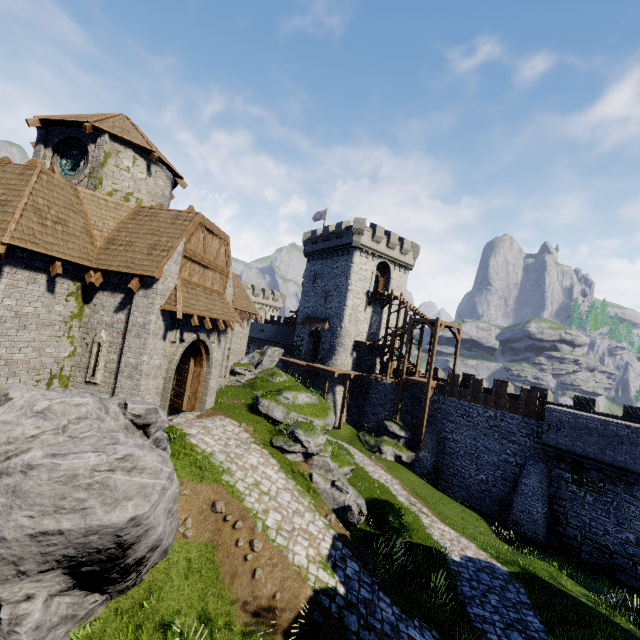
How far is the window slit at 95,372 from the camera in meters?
Answer: 11.9 m

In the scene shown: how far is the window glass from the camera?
13.9 meters

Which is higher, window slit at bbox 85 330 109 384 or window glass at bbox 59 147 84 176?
window glass at bbox 59 147 84 176

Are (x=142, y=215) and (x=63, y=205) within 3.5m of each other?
yes

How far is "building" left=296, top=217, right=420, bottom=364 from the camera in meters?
36.5 m

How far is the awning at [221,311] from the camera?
12.0 meters

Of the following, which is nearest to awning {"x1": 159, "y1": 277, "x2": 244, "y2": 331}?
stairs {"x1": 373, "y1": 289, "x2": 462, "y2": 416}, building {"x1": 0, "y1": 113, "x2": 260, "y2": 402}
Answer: building {"x1": 0, "y1": 113, "x2": 260, "y2": 402}

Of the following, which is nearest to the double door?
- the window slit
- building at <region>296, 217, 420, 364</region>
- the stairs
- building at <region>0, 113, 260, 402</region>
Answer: building at <region>0, 113, 260, 402</region>
